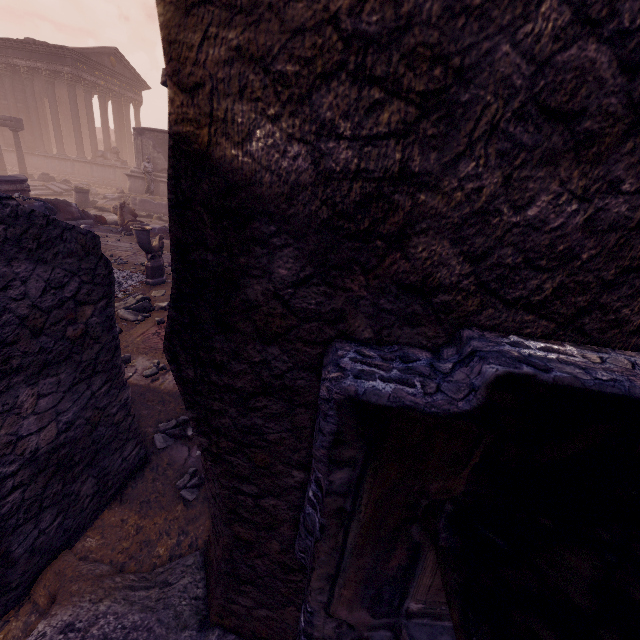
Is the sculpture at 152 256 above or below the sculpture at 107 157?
below

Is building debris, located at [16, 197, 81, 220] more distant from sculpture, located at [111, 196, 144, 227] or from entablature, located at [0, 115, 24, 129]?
entablature, located at [0, 115, 24, 129]

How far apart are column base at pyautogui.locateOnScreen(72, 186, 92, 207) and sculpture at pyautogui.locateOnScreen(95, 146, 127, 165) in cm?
844

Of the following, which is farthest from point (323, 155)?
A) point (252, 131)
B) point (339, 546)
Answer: point (339, 546)

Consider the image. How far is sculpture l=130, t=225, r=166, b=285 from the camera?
6.4m

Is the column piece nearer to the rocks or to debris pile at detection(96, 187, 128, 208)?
debris pile at detection(96, 187, 128, 208)

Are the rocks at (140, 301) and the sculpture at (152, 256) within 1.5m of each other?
yes

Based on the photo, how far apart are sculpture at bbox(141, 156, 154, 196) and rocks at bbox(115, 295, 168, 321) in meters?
12.1
